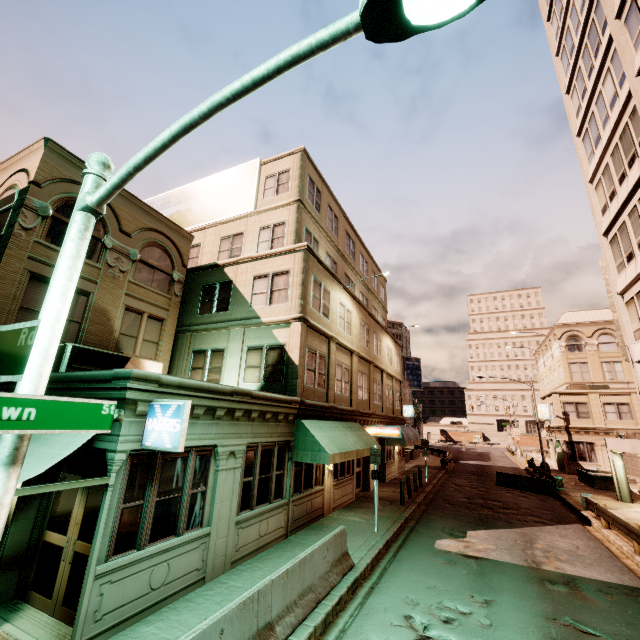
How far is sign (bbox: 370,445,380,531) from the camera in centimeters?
1249cm

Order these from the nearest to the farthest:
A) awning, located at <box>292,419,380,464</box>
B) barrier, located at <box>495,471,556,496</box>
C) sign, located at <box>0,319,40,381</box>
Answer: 1. sign, located at <box>0,319,40,381</box>
2. awning, located at <box>292,419,380,464</box>
3. barrier, located at <box>495,471,556,496</box>

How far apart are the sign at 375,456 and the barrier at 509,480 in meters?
16.4

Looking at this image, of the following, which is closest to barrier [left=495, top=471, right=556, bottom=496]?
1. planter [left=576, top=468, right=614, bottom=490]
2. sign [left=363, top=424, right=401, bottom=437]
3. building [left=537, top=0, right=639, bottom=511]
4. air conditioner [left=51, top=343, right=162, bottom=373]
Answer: building [left=537, top=0, right=639, bottom=511]

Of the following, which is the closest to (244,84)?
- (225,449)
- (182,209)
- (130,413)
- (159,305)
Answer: (130,413)

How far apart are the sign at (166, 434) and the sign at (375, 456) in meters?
8.9 m

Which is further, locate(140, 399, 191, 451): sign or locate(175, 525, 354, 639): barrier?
locate(140, 399, 191, 451): sign

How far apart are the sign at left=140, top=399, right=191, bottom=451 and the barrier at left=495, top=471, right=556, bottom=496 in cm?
2536
